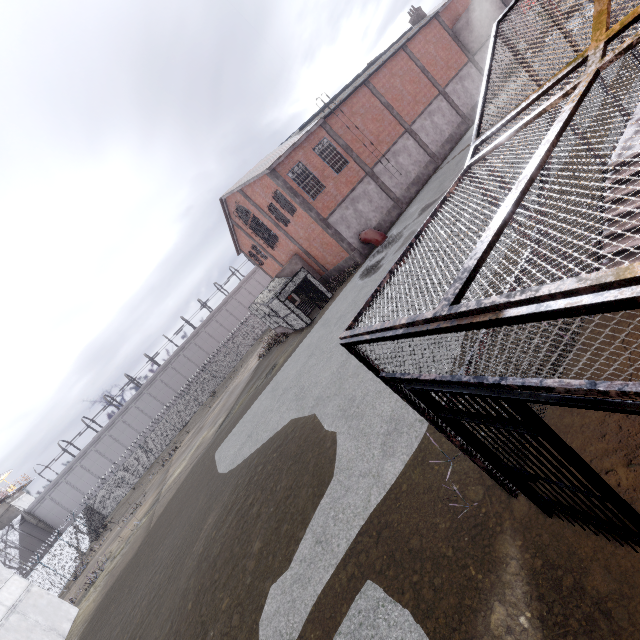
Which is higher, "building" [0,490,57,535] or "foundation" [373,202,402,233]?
"building" [0,490,57,535]

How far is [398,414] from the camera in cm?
671

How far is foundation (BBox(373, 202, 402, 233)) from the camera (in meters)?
24.17

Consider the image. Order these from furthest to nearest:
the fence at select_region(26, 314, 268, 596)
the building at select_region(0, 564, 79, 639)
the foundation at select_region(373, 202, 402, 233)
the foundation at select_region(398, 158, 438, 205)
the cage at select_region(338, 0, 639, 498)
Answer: the fence at select_region(26, 314, 268, 596) < the foundation at select_region(398, 158, 438, 205) < the foundation at select_region(373, 202, 402, 233) < the building at select_region(0, 564, 79, 639) < the cage at select_region(338, 0, 639, 498)

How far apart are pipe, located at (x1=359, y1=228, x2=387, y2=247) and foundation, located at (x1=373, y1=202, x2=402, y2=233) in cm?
5

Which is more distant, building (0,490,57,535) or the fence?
building (0,490,57,535)

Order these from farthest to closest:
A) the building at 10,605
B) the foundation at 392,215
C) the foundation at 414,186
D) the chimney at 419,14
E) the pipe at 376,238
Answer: the chimney at 419,14 → the foundation at 414,186 → the foundation at 392,215 → the pipe at 376,238 → the building at 10,605

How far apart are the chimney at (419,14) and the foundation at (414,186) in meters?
16.8
